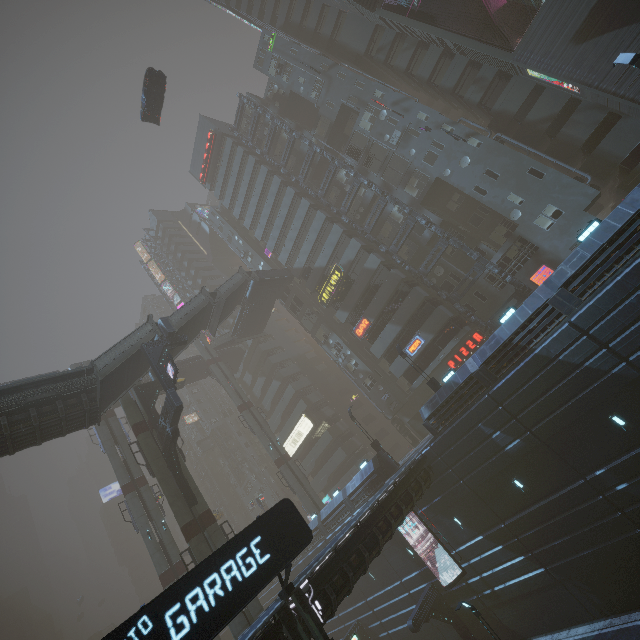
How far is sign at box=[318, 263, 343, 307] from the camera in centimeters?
3706cm

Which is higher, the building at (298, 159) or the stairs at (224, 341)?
the building at (298, 159)

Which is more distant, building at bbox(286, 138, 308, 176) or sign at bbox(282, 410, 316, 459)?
sign at bbox(282, 410, 316, 459)

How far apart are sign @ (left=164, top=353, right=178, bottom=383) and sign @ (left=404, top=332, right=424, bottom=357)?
21.48m

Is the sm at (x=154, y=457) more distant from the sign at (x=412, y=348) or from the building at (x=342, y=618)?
the sign at (x=412, y=348)

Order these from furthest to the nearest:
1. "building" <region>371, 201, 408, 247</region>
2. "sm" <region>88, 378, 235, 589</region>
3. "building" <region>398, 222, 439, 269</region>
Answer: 1. "building" <region>371, 201, 408, 247</region>
2. "building" <region>398, 222, 439, 269</region>
3. "sm" <region>88, 378, 235, 589</region>

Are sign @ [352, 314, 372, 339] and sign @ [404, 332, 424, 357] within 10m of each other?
yes

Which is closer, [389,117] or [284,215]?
[389,117]
